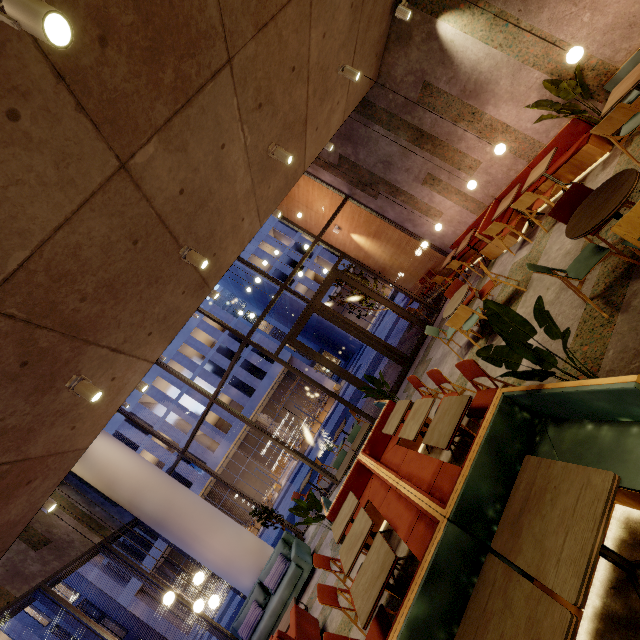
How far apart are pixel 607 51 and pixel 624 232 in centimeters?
445cm

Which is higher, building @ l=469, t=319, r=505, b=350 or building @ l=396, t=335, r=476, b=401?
building @ l=396, t=335, r=476, b=401

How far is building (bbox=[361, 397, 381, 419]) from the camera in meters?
10.1

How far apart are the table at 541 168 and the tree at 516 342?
4.68m

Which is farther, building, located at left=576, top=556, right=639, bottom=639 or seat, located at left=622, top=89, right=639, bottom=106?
seat, located at left=622, top=89, right=639, bottom=106

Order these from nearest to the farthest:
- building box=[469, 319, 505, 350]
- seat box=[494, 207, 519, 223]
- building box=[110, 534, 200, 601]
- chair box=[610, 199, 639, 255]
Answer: chair box=[610, 199, 639, 255] < building box=[469, 319, 505, 350] < seat box=[494, 207, 519, 223] < building box=[110, 534, 200, 601]

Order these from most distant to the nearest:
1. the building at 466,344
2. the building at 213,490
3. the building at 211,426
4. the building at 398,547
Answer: the building at 211,426 < the building at 213,490 < the building at 466,344 < the building at 398,547
